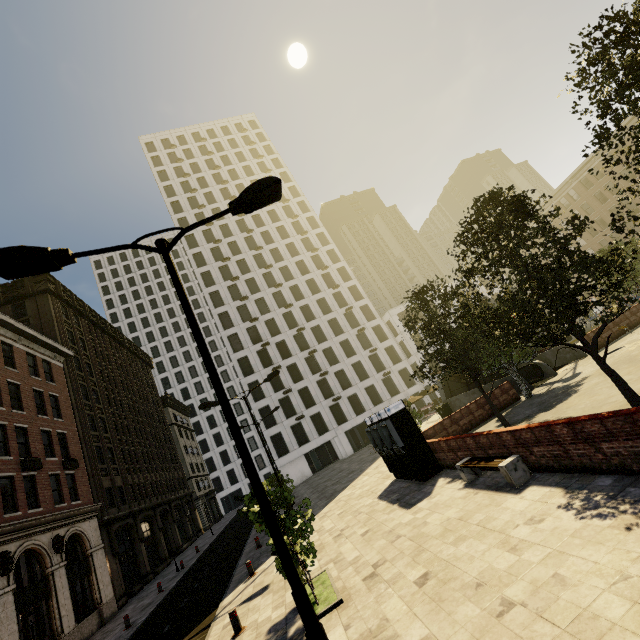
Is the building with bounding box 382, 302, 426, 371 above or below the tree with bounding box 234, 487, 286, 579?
above

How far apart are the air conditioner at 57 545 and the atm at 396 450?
19.0 meters

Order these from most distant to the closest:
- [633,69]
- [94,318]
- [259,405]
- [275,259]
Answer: [275,259]
[259,405]
[94,318]
[633,69]

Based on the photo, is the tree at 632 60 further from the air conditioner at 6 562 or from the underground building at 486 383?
the air conditioner at 6 562

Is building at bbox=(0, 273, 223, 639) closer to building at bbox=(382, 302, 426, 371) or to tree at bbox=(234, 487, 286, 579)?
tree at bbox=(234, 487, 286, 579)

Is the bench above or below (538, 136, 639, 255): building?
below

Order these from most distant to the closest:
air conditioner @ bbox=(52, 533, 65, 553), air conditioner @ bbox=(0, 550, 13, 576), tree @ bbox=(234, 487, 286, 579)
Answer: air conditioner @ bbox=(52, 533, 65, 553), air conditioner @ bbox=(0, 550, 13, 576), tree @ bbox=(234, 487, 286, 579)

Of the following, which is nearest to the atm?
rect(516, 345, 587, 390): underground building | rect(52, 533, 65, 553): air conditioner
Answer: rect(516, 345, 587, 390): underground building
